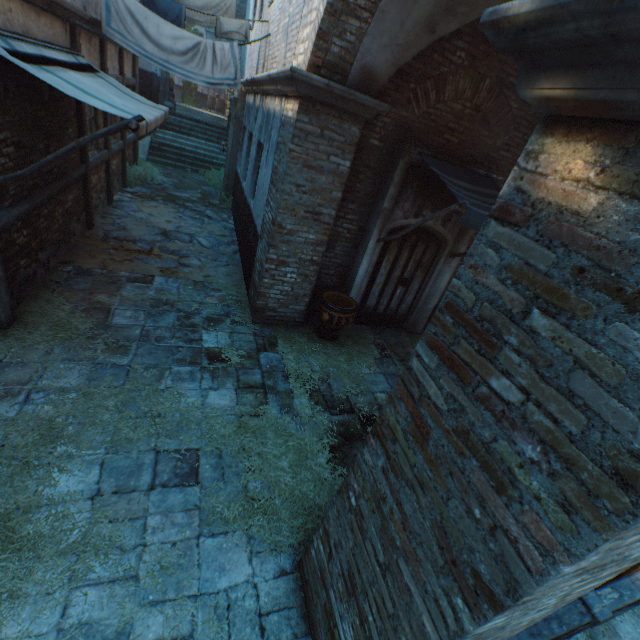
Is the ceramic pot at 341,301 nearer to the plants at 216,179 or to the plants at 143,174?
the plants at 143,174

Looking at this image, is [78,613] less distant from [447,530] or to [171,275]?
[447,530]

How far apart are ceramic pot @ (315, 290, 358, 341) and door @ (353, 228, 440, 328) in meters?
0.6

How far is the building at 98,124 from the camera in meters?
7.2

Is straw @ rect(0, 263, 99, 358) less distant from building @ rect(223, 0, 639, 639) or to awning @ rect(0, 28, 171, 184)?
building @ rect(223, 0, 639, 639)

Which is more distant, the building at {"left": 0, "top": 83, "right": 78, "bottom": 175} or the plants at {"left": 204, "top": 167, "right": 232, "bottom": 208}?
the plants at {"left": 204, "top": 167, "right": 232, "bottom": 208}

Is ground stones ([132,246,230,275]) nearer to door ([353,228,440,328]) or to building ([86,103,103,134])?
building ([86,103,103,134])

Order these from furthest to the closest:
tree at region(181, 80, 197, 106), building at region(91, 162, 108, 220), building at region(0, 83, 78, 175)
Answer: tree at region(181, 80, 197, 106) < building at region(91, 162, 108, 220) < building at region(0, 83, 78, 175)
